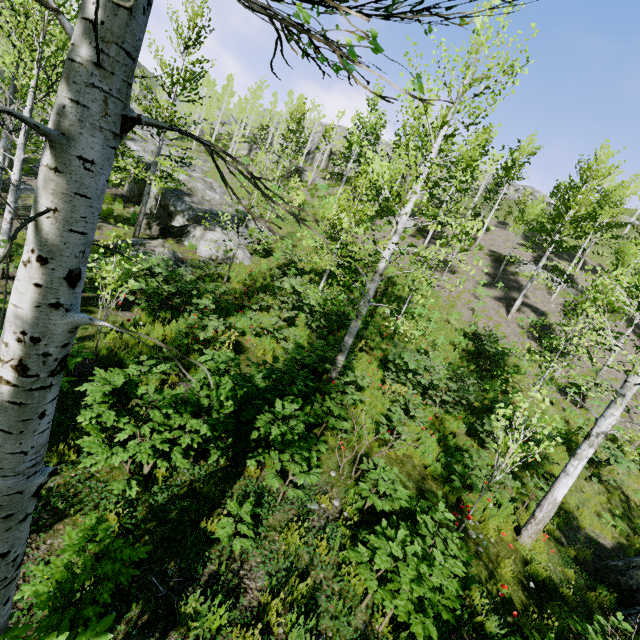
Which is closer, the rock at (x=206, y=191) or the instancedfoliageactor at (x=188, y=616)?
the instancedfoliageactor at (x=188, y=616)

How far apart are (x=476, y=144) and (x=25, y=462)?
30.2m

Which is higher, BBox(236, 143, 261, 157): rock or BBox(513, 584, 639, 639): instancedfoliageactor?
BBox(236, 143, 261, 157): rock

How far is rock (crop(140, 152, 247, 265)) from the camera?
17.2 meters

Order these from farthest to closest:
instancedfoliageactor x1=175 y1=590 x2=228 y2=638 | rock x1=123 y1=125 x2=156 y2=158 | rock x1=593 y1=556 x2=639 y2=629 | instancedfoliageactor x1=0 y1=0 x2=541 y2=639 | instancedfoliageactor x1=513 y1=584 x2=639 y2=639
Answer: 1. rock x1=123 y1=125 x2=156 y2=158
2. rock x1=593 y1=556 x2=639 y2=629
3. instancedfoliageactor x1=513 y1=584 x2=639 y2=639
4. instancedfoliageactor x1=175 y1=590 x2=228 y2=638
5. instancedfoliageactor x1=0 y1=0 x2=541 y2=639

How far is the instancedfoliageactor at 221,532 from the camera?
3.9 meters

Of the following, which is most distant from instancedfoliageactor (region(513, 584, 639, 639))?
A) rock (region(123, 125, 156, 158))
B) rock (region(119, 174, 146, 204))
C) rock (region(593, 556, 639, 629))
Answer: rock (region(119, 174, 146, 204))
